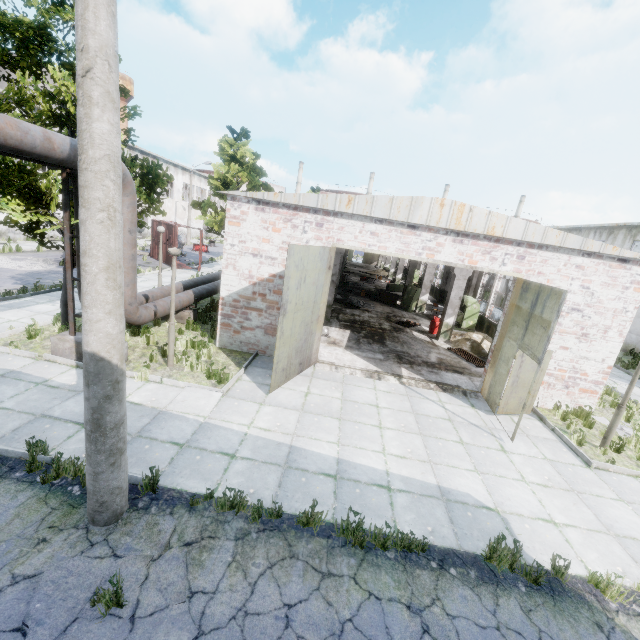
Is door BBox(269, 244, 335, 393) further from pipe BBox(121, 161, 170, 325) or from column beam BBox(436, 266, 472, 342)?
column beam BBox(436, 266, 472, 342)

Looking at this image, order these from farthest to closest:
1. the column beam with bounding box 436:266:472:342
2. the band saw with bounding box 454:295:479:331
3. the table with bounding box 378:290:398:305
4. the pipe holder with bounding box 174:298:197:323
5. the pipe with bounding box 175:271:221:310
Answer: the table with bounding box 378:290:398:305
the band saw with bounding box 454:295:479:331
the column beam with bounding box 436:266:472:342
the pipe holder with bounding box 174:298:197:323
the pipe with bounding box 175:271:221:310

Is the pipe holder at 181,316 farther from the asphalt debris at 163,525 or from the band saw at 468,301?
the band saw at 468,301

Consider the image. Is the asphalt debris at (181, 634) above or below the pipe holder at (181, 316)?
below

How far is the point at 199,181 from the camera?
50.2m

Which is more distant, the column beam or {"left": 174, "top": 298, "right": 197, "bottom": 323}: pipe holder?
the column beam

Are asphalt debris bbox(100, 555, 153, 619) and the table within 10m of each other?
no

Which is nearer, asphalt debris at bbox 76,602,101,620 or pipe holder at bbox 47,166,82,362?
asphalt debris at bbox 76,602,101,620
